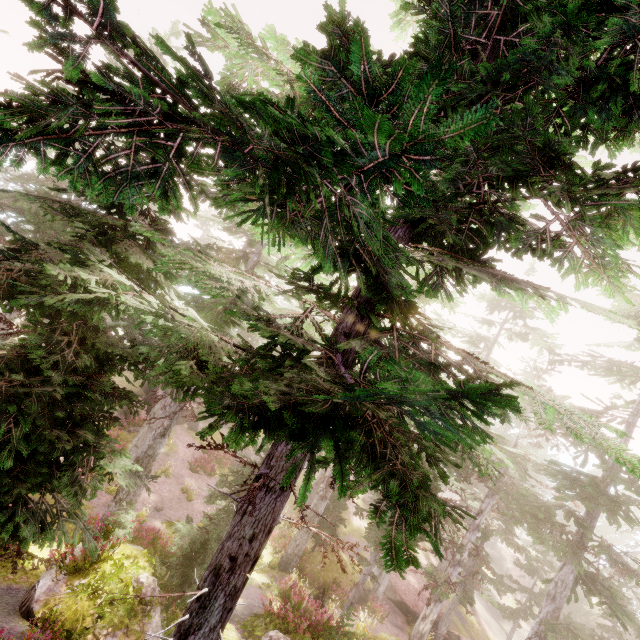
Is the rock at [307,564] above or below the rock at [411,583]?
above

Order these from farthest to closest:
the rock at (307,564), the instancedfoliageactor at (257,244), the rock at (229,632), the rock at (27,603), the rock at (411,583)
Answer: the rock at (411,583), the rock at (307,564), the rock at (229,632), the rock at (27,603), the instancedfoliageactor at (257,244)

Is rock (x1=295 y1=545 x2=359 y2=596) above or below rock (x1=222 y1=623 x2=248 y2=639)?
below

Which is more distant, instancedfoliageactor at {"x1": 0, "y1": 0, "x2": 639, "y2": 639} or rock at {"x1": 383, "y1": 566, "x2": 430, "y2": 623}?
rock at {"x1": 383, "y1": 566, "x2": 430, "y2": 623}

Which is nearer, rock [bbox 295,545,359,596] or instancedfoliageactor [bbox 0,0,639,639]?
instancedfoliageactor [bbox 0,0,639,639]

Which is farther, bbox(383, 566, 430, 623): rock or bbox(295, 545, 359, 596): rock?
bbox(383, 566, 430, 623): rock

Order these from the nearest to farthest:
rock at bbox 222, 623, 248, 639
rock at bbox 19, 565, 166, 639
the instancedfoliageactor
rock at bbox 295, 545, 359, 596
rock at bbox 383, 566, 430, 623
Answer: the instancedfoliageactor < rock at bbox 19, 565, 166, 639 < rock at bbox 222, 623, 248, 639 < rock at bbox 295, 545, 359, 596 < rock at bbox 383, 566, 430, 623

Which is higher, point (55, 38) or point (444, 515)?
point (55, 38)
